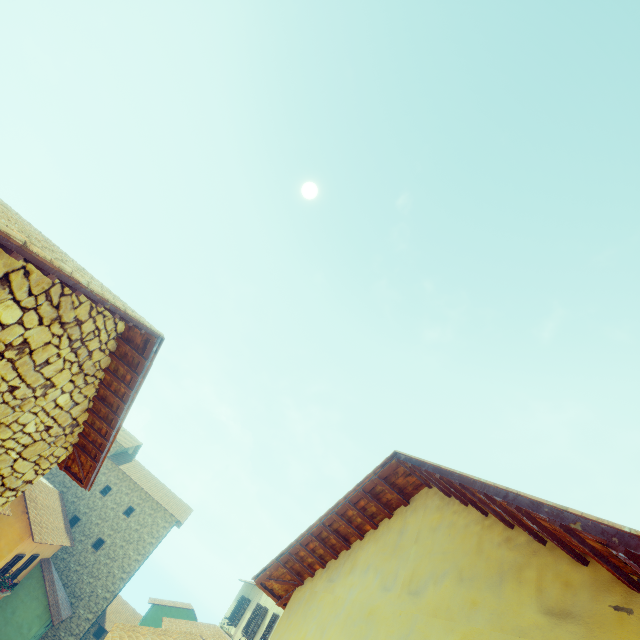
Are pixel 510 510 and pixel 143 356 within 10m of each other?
yes
